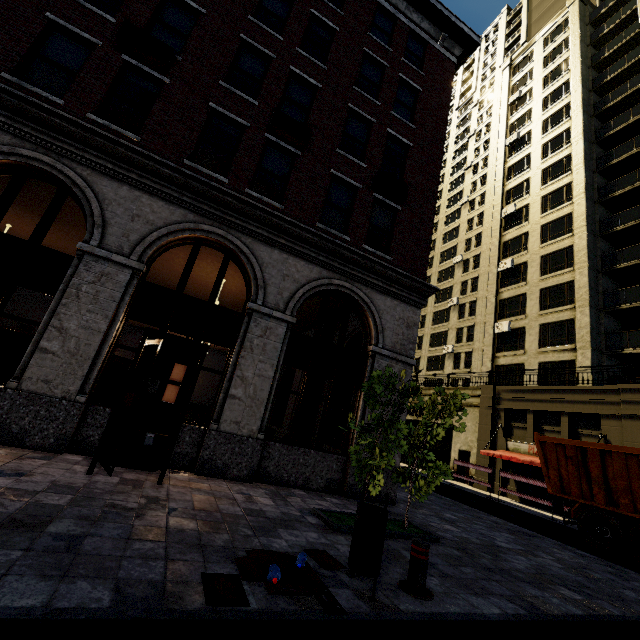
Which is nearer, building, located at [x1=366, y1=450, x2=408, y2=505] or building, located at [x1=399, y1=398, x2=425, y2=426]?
building, located at [x1=366, y1=450, x2=408, y2=505]

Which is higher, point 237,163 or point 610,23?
point 610,23

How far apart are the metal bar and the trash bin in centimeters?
47cm

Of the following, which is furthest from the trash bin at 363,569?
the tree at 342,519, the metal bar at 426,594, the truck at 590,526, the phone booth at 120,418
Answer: Result: the truck at 590,526

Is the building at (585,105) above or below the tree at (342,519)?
above

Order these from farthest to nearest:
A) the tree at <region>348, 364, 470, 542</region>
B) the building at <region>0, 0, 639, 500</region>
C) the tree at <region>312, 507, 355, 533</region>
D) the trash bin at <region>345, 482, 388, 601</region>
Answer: the building at <region>0, 0, 639, 500</region> < the tree at <region>348, 364, 470, 542</region> < the tree at <region>312, 507, 355, 533</region> < the trash bin at <region>345, 482, 388, 601</region>

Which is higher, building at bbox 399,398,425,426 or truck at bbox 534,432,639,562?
building at bbox 399,398,425,426

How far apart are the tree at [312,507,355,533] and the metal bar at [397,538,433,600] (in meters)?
1.61
